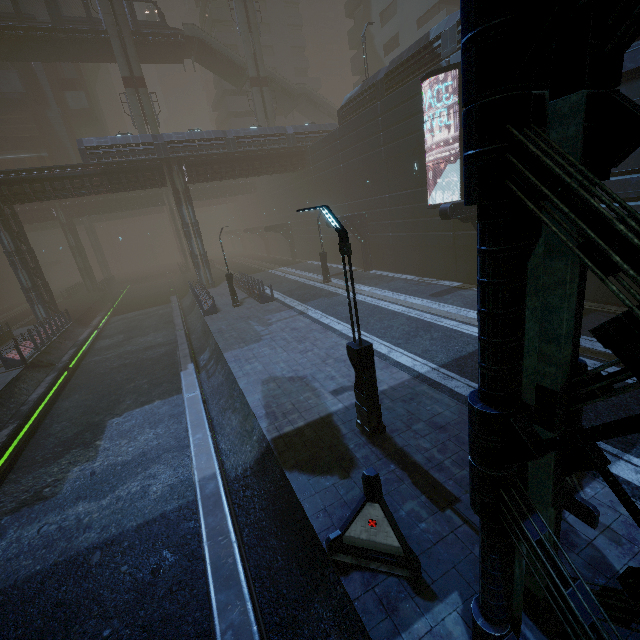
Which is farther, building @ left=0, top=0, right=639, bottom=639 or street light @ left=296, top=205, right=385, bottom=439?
street light @ left=296, top=205, right=385, bottom=439

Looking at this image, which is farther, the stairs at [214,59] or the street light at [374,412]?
the stairs at [214,59]

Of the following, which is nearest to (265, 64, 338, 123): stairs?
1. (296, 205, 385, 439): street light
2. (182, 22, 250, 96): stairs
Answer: (182, 22, 250, 96): stairs

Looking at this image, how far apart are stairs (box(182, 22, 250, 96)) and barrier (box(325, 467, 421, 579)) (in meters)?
49.18

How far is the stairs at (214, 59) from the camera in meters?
37.5

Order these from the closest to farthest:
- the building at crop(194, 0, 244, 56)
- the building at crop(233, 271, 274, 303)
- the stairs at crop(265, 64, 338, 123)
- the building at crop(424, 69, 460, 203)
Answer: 1. the building at crop(424, 69, 460, 203)
2. the building at crop(233, 271, 274, 303)
3. the stairs at crop(265, 64, 338, 123)
4. the building at crop(194, 0, 244, 56)

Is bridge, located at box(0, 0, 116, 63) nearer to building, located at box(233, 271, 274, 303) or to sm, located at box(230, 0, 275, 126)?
building, located at box(233, 271, 274, 303)

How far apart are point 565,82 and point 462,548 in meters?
6.2
